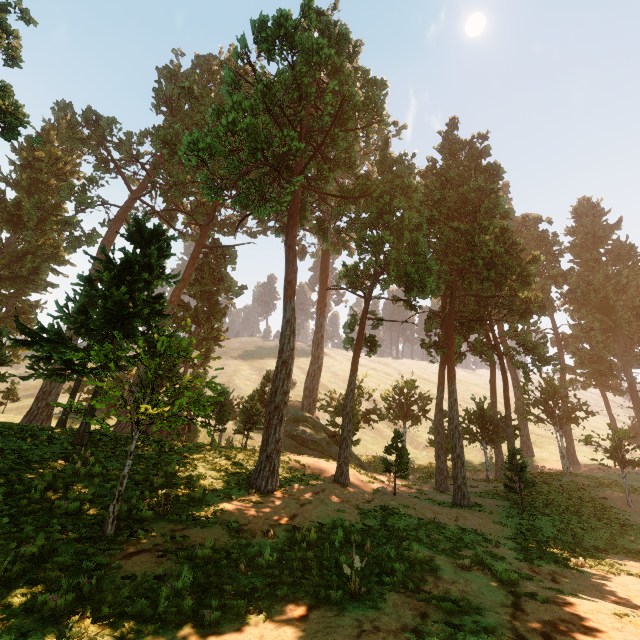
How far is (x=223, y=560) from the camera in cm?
779

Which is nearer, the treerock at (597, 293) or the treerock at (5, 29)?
the treerock at (597, 293)

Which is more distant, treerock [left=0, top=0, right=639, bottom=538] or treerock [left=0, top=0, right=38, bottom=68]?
treerock [left=0, top=0, right=38, bottom=68]
